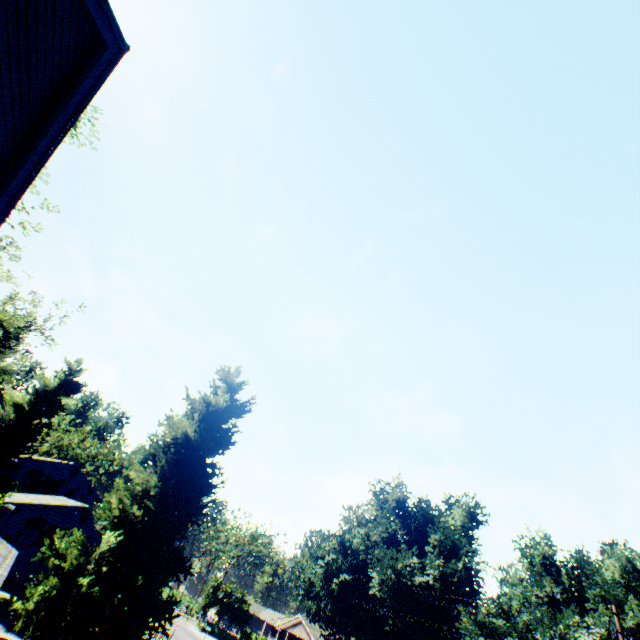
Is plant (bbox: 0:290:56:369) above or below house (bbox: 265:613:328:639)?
above

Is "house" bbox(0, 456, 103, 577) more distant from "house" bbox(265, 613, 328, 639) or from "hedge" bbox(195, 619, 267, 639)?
"house" bbox(265, 613, 328, 639)

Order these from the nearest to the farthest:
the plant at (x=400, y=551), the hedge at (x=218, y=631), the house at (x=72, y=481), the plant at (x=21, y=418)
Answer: the plant at (x=21, y=418) < the house at (x=72, y=481) < the plant at (x=400, y=551) < the hedge at (x=218, y=631)

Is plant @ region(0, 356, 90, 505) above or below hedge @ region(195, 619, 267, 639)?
above

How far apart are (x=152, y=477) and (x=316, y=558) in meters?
30.3 m

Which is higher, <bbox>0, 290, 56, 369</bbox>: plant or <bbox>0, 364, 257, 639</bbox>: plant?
<bbox>0, 290, 56, 369</bbox>: plant

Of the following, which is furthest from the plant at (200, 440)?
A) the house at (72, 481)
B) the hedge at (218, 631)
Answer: the hedge at (218, 631)

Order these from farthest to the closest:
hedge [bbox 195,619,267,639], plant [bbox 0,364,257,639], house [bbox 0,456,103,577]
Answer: hedge [bbox 195,619,267,639], house [bbox 0,456,103,577], plant [bbox 0,364,257,639]
